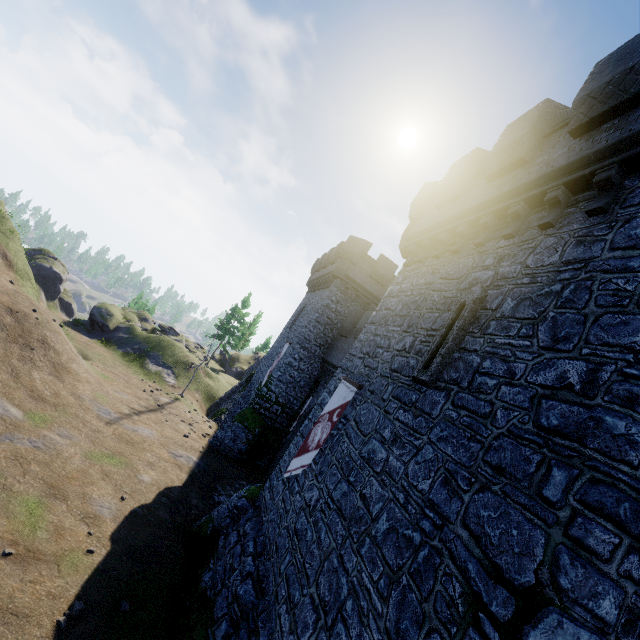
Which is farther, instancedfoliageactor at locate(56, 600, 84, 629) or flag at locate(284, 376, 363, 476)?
flag at locate(284, 376, 363, 476)

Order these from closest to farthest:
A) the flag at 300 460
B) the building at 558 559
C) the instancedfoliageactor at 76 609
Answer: the building at 558 559 < the instancedfoliageactor at 76 609 < the flag at 300 460

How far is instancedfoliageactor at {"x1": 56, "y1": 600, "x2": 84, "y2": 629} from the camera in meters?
7.2 m

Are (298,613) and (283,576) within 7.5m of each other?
yes

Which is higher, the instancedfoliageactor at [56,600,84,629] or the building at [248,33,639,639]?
the building at [248,33,639,639]

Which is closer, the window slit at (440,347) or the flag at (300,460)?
the window slit at (440,347)

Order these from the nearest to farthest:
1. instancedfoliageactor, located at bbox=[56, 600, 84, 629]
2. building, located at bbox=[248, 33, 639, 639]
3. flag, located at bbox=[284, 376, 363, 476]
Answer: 1. building, located at bbox=[248, 33, 639, 639]
2. instancedfoliageactor, located at bbox=[56, 600, 84, 629]
3. flag, located at bbox=[284, 376, 363, 476]

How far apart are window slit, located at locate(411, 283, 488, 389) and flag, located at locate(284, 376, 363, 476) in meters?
2.3 m
